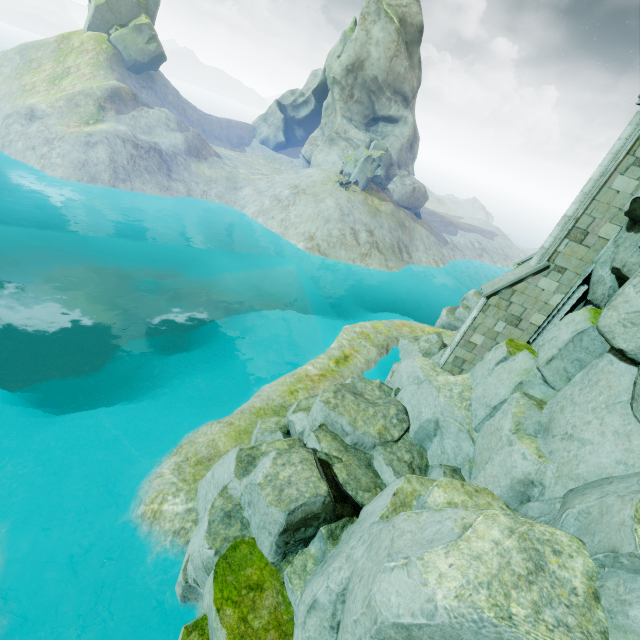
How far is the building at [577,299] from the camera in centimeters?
1007cm

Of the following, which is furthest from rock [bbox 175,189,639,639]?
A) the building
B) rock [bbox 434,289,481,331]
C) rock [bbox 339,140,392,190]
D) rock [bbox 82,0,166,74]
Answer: rock [bbox 82,0,166,74]

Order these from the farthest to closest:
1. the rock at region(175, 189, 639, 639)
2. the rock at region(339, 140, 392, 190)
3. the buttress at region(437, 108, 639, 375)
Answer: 1. the rock at region(339, 140, 392, 190)
2. the buttress at region(437, 108, 639, 375)
3. the rock at region(175, 189, 639, 639)

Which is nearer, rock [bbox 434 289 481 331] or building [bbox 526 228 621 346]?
building [bbox 526 228 621 346]

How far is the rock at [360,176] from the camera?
40.4 meters

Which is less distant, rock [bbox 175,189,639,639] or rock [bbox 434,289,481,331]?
rock [bbox 175,189,639,639]

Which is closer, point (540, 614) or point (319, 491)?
point (540, 614)

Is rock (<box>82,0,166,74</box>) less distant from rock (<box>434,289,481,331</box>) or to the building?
rock (<box>434,289,481,331</box>)
